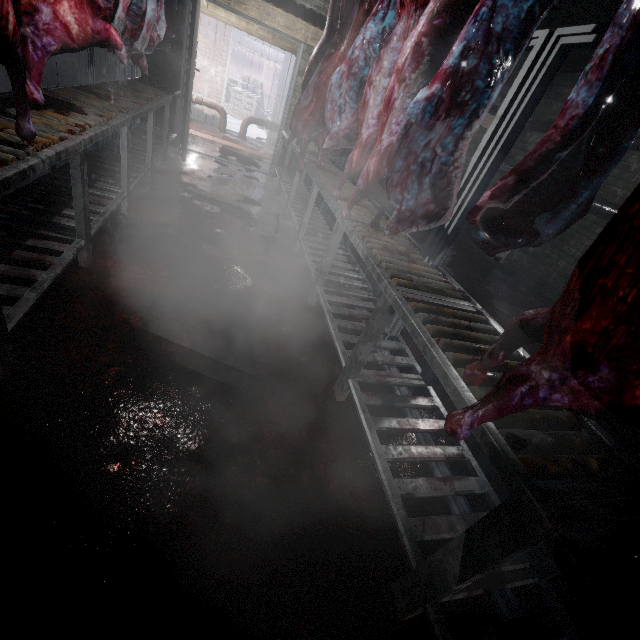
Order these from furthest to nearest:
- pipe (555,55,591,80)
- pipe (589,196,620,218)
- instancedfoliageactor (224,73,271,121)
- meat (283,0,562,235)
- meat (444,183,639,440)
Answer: instancedfoliageactor (224,73,271,121)
pipe (555,55,591,80)
pipe (589,196,620,218)
meat (283,0,562,235)
meat (444,183,639,440)

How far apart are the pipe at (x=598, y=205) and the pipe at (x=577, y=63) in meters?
1.4

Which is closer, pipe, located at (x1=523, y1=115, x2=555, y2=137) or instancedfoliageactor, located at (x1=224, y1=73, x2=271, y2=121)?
pipe, located at (x1=523, y1=115, x2=555, y2=137)

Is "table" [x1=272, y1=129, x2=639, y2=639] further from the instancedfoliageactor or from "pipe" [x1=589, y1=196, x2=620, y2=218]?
the instancedfoliageactor

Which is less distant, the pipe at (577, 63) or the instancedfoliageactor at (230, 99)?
the pipe at (577, 63)

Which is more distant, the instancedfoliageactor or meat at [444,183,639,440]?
the instancedfoliageactor

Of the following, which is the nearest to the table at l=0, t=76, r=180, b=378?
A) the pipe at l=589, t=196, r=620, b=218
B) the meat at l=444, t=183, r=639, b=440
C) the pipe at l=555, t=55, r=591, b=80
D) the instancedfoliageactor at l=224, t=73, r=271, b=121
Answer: the meat at l=444, t=183, r=639, b=440

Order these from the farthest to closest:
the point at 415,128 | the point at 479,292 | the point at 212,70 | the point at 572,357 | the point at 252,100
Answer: the point at 252,100
the point at 212,70
the point at 479,292
the point at 415,128
the point at 572,357
